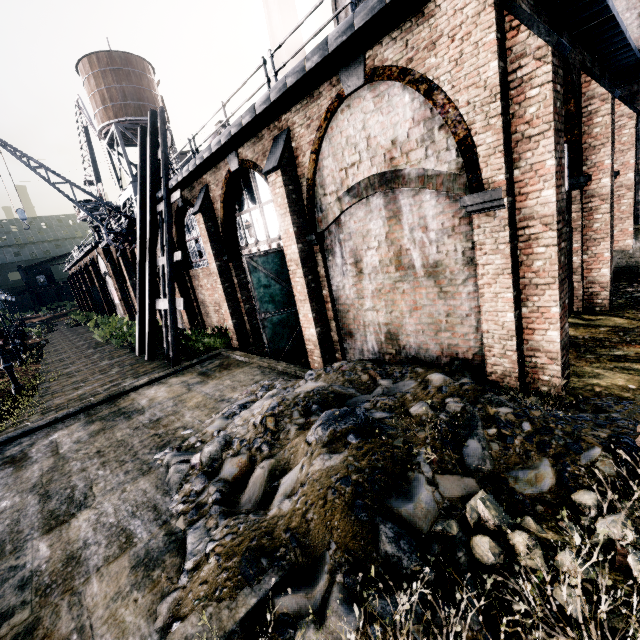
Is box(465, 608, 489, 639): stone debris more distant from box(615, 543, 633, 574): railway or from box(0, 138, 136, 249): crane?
box(0, 138, 136, 249): crane

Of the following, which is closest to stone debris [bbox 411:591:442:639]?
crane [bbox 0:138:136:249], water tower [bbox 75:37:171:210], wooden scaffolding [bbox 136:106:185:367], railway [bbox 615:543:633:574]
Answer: railway [bbox 615:543:633:574]

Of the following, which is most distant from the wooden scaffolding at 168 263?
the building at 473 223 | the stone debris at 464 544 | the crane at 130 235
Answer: the stone debris at 464 544

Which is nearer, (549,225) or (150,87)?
(549,225)

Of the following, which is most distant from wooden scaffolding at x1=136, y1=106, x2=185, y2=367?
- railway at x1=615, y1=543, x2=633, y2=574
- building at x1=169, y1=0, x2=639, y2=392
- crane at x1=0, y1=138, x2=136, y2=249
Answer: railway at x1=615, y1=543, x2=633, y2=574

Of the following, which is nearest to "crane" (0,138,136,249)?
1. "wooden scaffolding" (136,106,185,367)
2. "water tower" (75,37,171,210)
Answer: "wooden scaffolding" (136,106,185,367)

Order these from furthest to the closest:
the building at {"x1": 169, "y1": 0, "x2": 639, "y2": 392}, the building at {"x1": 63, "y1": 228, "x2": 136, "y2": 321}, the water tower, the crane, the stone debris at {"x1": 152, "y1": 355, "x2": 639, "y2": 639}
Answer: the water tower < the building at {"x1": 63, "y1": 228, "x2": 136, "y2": 321} < the crane < the building at {"x1": 169, "y1": 0, "x2": 639, "y2": 392} < the stone debris at {"x1": 152, "y1": 355, "x2": 639, "y2": 639}

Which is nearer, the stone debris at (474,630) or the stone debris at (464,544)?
the stone debris at (474,630)
